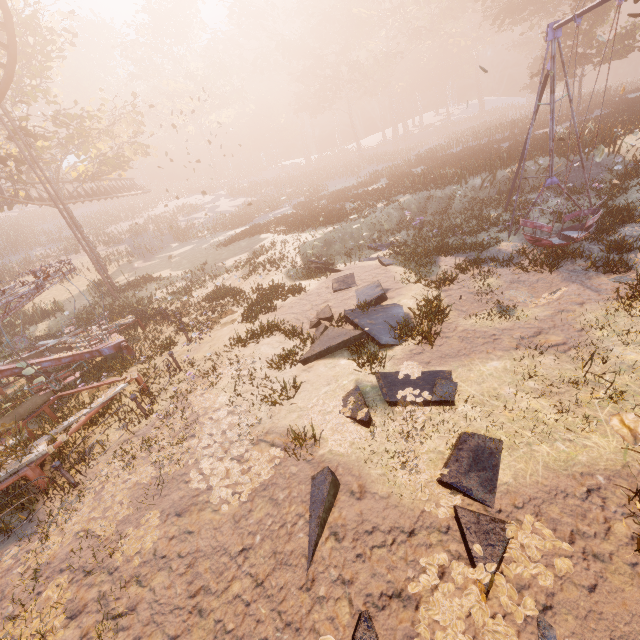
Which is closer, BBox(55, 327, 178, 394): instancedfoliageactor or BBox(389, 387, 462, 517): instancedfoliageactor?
BBox(389, 387, 462, 517): instancedfoliageactor

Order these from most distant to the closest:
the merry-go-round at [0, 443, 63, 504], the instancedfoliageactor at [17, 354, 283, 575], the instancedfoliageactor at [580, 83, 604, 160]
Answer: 1. the instancedfoliageactor at [580, 83, 604, 160]
2. the merry-go-round at [0, 443, 63, 504]
3. the instancedfoliageactor at [17, 354, 283, 575]

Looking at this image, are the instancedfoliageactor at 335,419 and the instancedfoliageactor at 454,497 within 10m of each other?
yes

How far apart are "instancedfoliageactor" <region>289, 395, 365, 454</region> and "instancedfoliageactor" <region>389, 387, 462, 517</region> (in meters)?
0.32

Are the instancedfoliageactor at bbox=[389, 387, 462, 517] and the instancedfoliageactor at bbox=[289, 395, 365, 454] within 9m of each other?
yes

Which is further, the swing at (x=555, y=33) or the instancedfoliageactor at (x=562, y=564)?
the swing at (x=555, y=33)

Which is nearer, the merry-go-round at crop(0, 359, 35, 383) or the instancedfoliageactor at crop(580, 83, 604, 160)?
the merry-go-round at crop(0, 359, 35, 383)

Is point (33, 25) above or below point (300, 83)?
above
